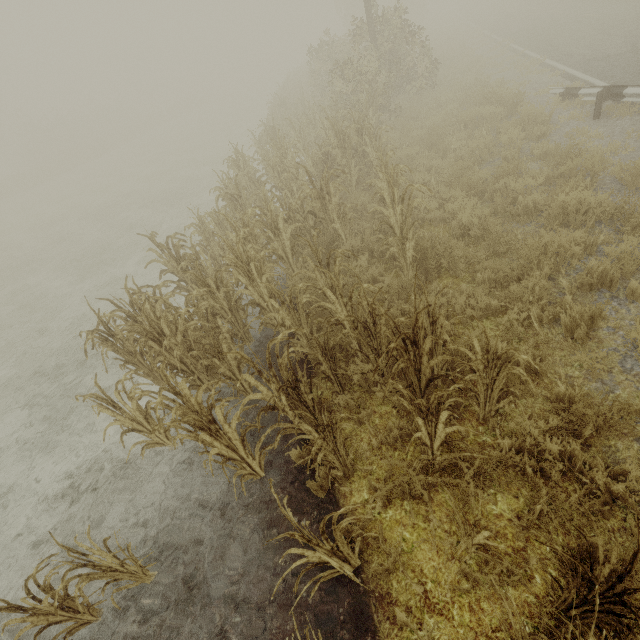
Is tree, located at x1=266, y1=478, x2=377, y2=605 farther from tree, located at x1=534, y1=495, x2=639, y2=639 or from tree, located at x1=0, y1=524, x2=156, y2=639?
tree, located at x1=0, y1=524, x2=156, y2=639

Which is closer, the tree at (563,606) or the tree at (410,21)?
the tree at (563,606)

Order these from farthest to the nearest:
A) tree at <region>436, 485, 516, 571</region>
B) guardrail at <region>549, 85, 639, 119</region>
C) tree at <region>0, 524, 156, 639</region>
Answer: guardrail at <region>549, 85, 639, 119</region>
tree at <region>0, 524, 156, 639</region>
tree at <region>436, 485, 516, 571</region>

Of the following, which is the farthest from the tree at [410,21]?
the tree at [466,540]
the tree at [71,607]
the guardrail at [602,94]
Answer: the guardrail at [602,94]

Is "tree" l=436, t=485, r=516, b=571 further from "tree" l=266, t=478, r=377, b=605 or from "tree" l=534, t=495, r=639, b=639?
"tree" l=266, t=478, r=377, b=605

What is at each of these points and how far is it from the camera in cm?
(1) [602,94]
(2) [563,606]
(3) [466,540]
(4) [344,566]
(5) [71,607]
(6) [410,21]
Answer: (1) guardrail, 786
(2) tree, 239
(3) tree, 220
(4) tree, 290
(5) tree, 323
(6) tree, 1322

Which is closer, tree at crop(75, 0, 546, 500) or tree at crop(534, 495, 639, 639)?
tree at crop(534, 495, 639, 639)

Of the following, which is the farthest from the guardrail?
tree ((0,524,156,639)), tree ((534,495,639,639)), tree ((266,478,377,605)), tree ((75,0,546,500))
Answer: tree ((0,524,156,639))
